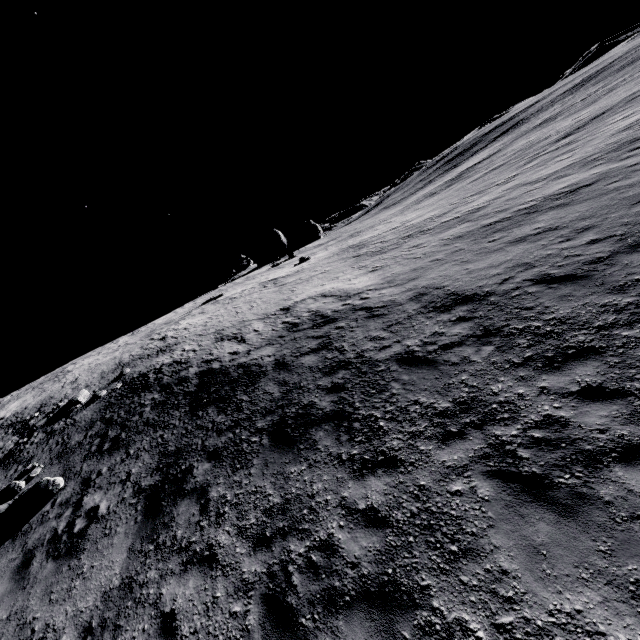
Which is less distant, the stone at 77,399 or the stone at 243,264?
the stone at 77,399

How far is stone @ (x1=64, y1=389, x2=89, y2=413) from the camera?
18.52m

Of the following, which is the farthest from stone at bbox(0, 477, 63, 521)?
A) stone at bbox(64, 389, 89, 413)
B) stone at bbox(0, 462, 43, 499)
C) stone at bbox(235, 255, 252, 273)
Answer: stone at bbox(235, 255, 252, 273)

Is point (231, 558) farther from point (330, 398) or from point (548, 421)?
point (548, 421)

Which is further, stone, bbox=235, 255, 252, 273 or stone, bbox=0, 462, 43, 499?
stone, bbox=235, 255, 252, 273

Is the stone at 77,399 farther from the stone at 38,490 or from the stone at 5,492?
the stone at 38,490

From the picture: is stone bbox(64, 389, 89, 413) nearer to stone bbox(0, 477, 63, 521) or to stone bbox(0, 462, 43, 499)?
stone bbox(0, 462, 43, 499)
